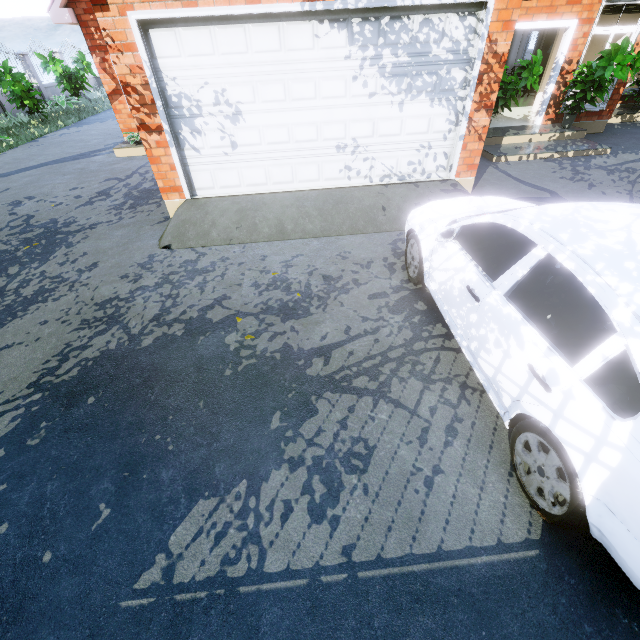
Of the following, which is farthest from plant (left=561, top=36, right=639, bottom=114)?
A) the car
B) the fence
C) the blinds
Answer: the fence

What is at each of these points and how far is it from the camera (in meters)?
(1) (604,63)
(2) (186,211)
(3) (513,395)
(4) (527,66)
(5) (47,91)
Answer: (1) plant, 7.34
(2) garage entrance, 5.79
(3) car, 2.33
(4) plant, 7.29
(5) fence, 17.30

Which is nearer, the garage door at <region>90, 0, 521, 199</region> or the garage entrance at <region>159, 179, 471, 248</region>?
the garage door at <region>90, 0, 521, 199</region>

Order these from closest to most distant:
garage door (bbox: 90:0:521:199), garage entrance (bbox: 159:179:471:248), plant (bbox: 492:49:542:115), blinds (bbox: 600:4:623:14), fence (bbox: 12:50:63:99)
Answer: garage door (bbox: 90:0:521:199) < garage entrance (bbox: 159:179:471:248) < plant (bbox: 492:49:542:115) < blinds (bbox: 600:4:623:14) < fence (bbox: 12:50:63:99)

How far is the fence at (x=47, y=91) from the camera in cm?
1580

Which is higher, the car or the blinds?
the blinds

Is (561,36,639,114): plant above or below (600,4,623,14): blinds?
below

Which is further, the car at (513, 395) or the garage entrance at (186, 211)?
the garage entrance at (186, 211)
